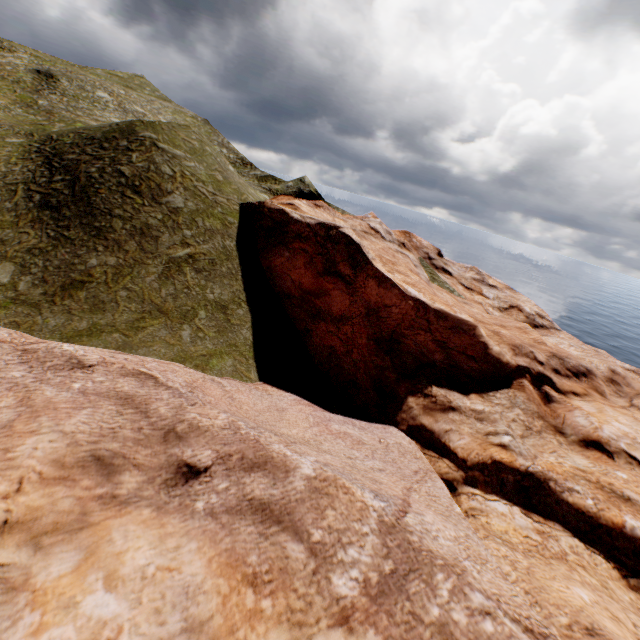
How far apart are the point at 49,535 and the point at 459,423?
20.1m
